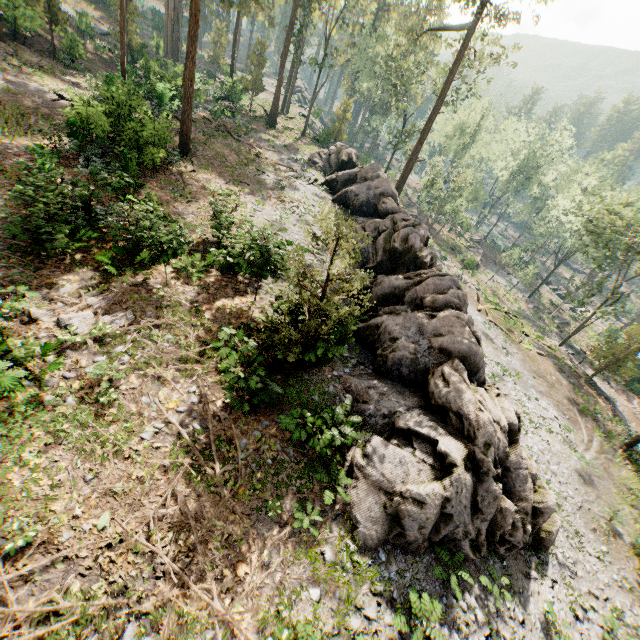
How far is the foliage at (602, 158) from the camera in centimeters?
4822cm

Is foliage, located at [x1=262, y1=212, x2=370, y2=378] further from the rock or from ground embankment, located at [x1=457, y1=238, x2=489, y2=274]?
ground embankment, located at [x1=457, y1=238, x2=489, y2=274]

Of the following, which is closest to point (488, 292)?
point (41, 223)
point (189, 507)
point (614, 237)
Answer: point (614, 237)

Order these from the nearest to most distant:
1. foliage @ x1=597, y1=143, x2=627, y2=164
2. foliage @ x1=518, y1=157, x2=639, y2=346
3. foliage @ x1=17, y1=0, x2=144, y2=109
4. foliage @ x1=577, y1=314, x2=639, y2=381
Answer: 1. foliage @ x1=17, y1=0, x2=144, y2=109
2. foliage @ x1=577, y1=314, x2=639, y2=381
3. foliage @ x1=518, y1=157, x2=639, y2=346
4. foliage @ x1=597, y1=143, x2=627, y2=164

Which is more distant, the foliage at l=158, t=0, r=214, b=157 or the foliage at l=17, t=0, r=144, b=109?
the foliage at l=17, t=0, r=144, b=109

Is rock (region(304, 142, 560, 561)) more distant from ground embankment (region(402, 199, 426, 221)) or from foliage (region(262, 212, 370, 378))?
ground embankment (region(402, 199, 426, 221))

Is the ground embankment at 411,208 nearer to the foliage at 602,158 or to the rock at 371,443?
the foliage at 602,158

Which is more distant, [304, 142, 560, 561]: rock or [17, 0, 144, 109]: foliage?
[17, 0, 144, 109]: foliage
